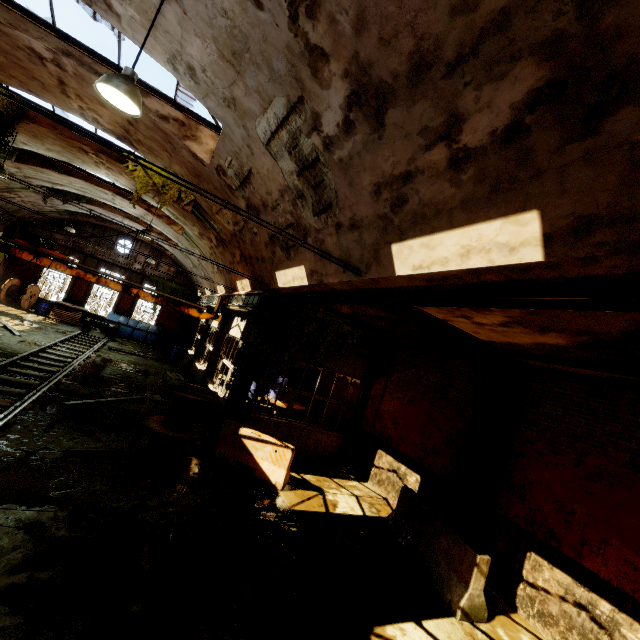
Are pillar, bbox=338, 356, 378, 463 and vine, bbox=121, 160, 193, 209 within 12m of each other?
yes

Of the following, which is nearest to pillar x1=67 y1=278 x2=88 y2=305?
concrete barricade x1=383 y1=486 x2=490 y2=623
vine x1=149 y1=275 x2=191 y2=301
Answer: vine x1=149 y1=275 x2=191 y2=301

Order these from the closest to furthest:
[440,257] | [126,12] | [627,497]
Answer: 1. [440,257]
2. [126,12]
3. [627,497]

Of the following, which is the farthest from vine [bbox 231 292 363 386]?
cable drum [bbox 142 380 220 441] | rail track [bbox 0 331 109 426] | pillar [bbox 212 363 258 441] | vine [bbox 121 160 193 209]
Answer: vine [bbox 121 160 193 209]

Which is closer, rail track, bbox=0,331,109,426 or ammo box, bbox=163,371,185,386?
rail track, bbox=0,331,109,426

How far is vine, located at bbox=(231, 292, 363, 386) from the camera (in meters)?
10.03

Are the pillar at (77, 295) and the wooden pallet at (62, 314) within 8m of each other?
yes

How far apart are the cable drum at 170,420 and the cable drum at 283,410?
2.8m
